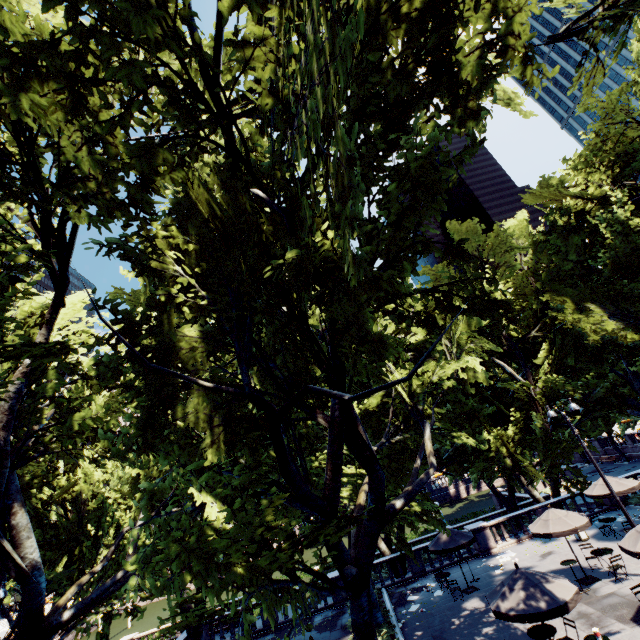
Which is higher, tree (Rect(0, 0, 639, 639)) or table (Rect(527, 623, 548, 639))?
tree (Rect(0, 0, 639, 639))

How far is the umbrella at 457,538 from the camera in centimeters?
1747cm

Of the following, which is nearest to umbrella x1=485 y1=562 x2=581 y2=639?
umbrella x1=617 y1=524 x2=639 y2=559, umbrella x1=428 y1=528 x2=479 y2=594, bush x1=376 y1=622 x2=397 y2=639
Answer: umbrella x1=617 y1=524 x2=639 y2=559

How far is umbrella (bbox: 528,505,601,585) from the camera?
14.72m

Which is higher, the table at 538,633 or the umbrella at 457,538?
the umbrella at 457,538

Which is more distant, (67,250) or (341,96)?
(67,250)

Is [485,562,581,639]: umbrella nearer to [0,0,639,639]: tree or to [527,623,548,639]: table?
[527,623,548,639]: table

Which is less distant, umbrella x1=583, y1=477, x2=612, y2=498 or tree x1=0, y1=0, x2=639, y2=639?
tree x1=0, y1=0, x2=639, y2=639
